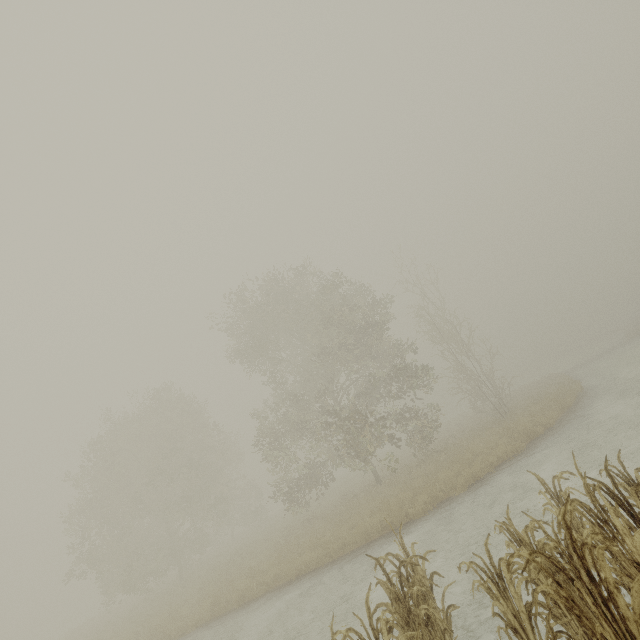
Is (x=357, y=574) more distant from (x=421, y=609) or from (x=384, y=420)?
(x=384, y=420)

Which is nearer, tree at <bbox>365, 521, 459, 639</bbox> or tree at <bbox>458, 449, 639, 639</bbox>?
tree at <bbox>458, 449, 639, 639</bbox>

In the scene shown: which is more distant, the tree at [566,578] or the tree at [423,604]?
the tree at [423,604]
